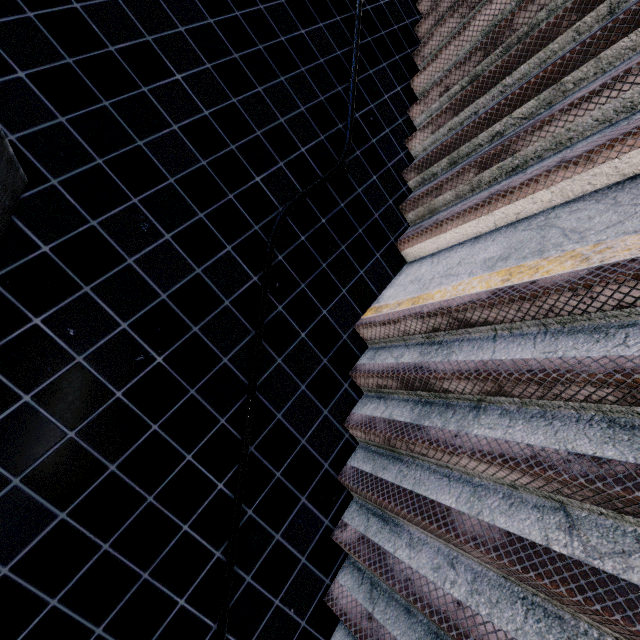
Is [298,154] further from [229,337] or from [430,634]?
[430,634]
